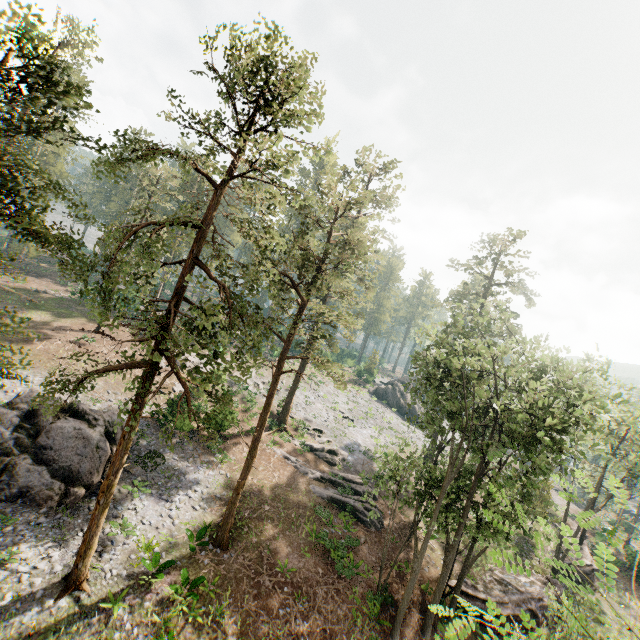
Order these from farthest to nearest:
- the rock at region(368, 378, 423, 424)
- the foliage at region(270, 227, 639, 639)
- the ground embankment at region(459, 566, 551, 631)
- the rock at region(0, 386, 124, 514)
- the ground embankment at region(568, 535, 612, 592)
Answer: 1. the rock at region(368, 378, 423, 424)
2. the ground embankment at region(568, 535, 612, 592)
3. the ground embankment at region(459, 566, 551, 631)
4. the rock at region(0, 386, 124, 514)
5. the foliage at region(270, 227, 639, 639)

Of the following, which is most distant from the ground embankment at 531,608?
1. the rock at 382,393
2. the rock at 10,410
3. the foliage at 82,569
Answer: the rock at 382,393

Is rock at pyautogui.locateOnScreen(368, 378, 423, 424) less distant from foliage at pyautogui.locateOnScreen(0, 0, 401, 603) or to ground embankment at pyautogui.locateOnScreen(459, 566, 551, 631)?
foliage at pyautogui.locateOnScreen(0, 0, 401, 603)

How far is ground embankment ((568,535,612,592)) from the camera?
30.3m

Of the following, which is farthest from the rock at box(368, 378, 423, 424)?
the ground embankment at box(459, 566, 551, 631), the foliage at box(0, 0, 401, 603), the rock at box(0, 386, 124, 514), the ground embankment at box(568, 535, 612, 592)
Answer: the rock at box(0, 386, 124, 514)

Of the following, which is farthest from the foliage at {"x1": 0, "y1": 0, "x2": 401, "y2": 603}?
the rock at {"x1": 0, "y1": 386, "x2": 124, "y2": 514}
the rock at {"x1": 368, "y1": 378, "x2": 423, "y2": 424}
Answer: the rock at {"x1": 0, "y1": 386, "x2": 124, "y2": 514}

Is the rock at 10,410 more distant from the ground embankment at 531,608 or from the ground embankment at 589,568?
the ground embankment at 589,568

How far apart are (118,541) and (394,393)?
43.87m
